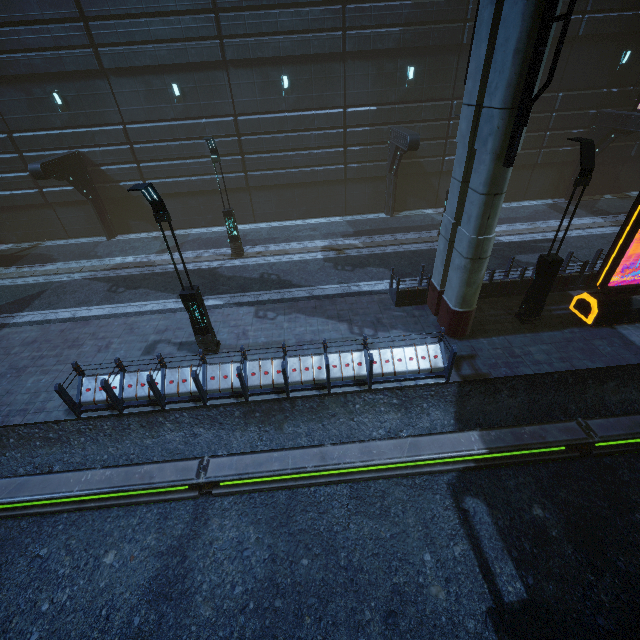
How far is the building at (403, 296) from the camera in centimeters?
1209cm

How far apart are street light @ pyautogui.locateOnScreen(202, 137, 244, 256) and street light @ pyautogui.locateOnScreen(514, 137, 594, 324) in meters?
12.4 m

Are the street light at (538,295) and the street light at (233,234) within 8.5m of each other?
no

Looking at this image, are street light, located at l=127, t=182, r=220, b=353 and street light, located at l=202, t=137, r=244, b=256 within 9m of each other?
yes

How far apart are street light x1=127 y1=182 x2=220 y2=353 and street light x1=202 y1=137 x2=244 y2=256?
6.68m

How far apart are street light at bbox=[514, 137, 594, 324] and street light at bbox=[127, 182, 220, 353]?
10.58m

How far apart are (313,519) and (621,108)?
Answer: 26.8m

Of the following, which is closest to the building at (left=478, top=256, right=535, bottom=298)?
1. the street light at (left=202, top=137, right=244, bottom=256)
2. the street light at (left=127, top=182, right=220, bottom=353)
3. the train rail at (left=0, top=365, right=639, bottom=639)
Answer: the train rail at (left=0, top=365, right=639, bottom=639)
